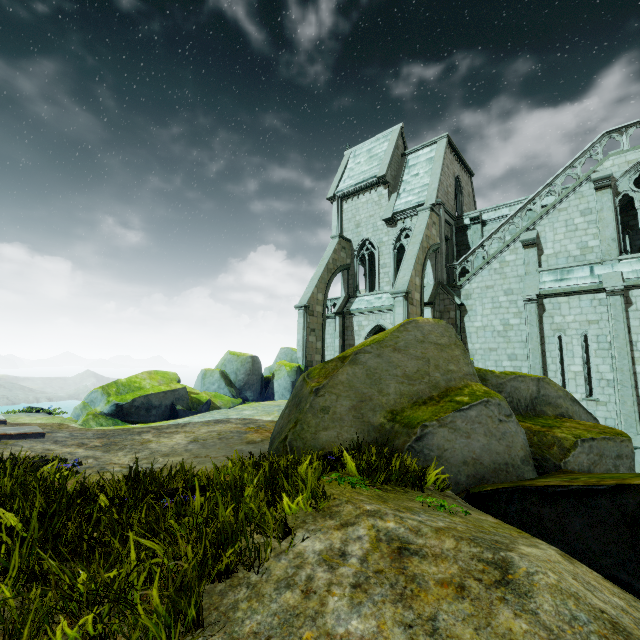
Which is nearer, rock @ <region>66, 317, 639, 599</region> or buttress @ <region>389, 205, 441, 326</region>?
rock @ <region>66, 317, 639, 599</region>

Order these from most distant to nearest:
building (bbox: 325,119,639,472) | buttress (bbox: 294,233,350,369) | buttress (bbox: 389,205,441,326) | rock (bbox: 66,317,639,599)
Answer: buttress (bbox: 294,233,350,369) → buttress (bbox: 389,205,441,326) → building (bbox: 325,119,639,472) → rock (bbox: 66,317,639,599)

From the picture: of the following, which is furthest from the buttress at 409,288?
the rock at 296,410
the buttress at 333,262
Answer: the buttress at 333,262

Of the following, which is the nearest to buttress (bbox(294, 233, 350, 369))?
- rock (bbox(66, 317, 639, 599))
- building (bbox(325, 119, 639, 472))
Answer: building (bbox(325, 119, 639, 472))

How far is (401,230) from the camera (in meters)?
22.17

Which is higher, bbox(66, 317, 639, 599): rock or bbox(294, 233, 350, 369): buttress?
bbox(294, 233, 350, 369): buttress

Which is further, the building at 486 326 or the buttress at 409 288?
the buttress at 409 288

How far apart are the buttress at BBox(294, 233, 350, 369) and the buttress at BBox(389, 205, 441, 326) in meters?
5.9 m
